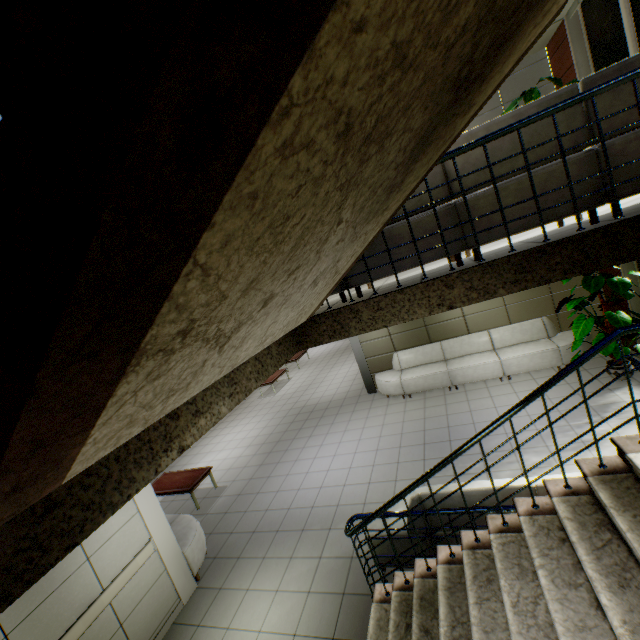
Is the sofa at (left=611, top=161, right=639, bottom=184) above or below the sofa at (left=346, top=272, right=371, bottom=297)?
above

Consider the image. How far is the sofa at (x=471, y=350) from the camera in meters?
7.4 m

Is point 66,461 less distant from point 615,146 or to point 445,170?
point 445,170

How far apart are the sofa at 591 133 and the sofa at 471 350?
5.0 meters

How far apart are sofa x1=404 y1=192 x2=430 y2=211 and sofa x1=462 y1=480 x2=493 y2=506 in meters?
2.4

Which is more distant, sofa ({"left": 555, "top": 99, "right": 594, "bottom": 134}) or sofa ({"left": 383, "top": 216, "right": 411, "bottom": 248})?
sofa ({"left": 383, "top": 216, "right": 411, "bottom": 248})

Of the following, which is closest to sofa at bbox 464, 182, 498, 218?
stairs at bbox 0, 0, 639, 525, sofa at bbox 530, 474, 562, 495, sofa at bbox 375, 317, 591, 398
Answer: stairs at bbox 0, 0, 639, 525

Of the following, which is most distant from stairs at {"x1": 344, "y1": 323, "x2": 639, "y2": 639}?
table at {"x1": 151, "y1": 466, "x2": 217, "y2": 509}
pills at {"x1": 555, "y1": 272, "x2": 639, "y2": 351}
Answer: table at {"x1": 151, "y1": 466, "x2": 217, "y2": 509}
